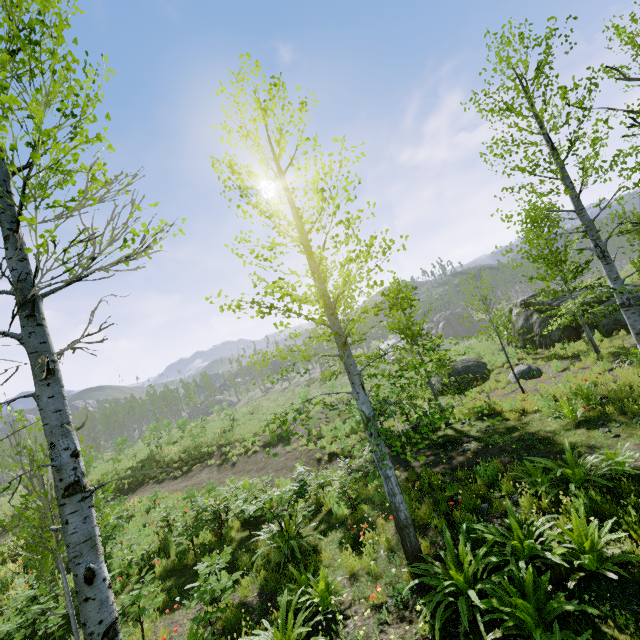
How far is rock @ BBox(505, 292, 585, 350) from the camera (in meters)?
16.09

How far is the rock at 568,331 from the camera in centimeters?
1609cm

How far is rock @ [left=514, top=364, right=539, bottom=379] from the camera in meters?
14.3 m

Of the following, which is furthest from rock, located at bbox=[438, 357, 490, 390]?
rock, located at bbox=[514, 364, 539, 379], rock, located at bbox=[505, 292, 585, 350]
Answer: rock, located at bbox=[514, 364, 539, 379]

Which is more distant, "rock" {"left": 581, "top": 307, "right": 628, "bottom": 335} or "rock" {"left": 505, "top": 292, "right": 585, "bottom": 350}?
"rock" {"left": 505, "top": 292, "right": 585, "bottom": 350}

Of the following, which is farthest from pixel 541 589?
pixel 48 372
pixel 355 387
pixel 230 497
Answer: pixel 230 497

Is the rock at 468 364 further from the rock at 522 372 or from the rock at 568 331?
the rock at 522 372

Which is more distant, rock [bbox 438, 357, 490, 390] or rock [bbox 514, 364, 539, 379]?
rock [bbox 438, 357, 490, 390]
